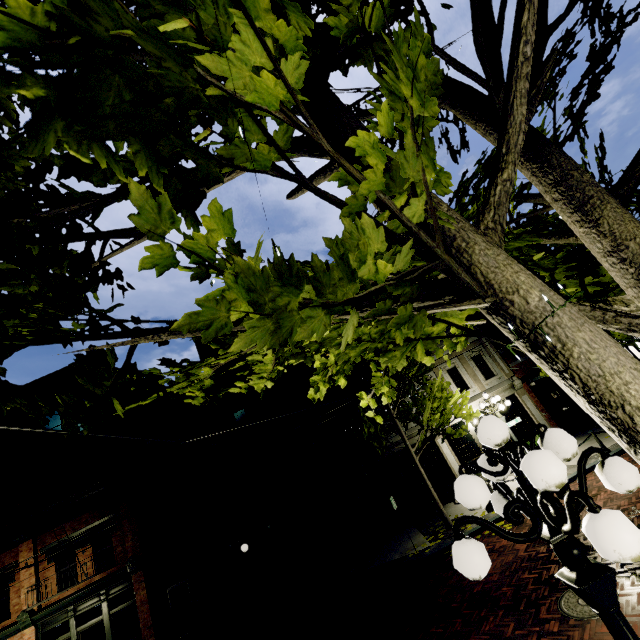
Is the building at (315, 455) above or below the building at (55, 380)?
below

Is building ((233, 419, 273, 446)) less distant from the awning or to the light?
the awning

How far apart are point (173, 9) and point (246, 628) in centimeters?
1752cm

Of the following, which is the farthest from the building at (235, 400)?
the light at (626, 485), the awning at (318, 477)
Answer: the light at (626, 485)

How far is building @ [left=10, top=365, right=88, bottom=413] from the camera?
18.3 meters

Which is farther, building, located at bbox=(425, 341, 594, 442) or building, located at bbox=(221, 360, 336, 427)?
building, located at bbox=(221, 360, 336, 427)

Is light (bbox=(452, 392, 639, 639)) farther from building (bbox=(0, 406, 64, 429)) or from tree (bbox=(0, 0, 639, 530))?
building (bbox=(0, 406, 64, 429))
